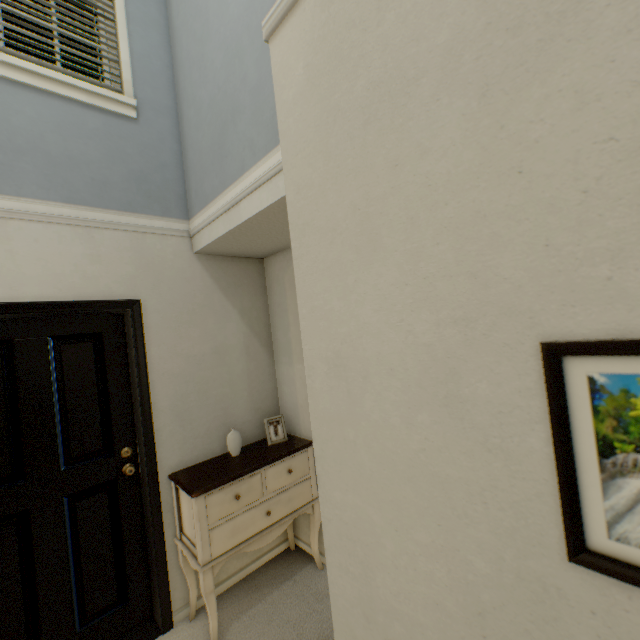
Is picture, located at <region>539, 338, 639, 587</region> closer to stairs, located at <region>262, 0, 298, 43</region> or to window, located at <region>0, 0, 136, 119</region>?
stairs, located at <region>262, 0, 298, 43</region>

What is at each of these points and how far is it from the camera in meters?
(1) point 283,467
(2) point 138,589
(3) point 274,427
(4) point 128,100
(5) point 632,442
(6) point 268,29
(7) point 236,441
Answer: (1) hallway dresser, 2.3 m
(2) door, 2.1 m
(3) photo frame, 2.5 m
(4) window, 2.2 m
(5) picture, 0.4 m
(6) stairs, 0.8 m
(7) vase, 2.4 m

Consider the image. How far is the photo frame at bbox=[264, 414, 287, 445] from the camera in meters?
2.5

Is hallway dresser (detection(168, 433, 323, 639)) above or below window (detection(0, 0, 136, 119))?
below

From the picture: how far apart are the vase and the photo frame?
0.21m

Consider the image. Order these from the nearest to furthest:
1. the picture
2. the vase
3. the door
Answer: the picture
the door
the vase

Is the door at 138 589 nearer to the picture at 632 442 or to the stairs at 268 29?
the stairs at 268 29

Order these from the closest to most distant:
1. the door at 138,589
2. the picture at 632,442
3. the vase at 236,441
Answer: the picture at 632,442 < the door at 138,589 < the vase at 236,441
